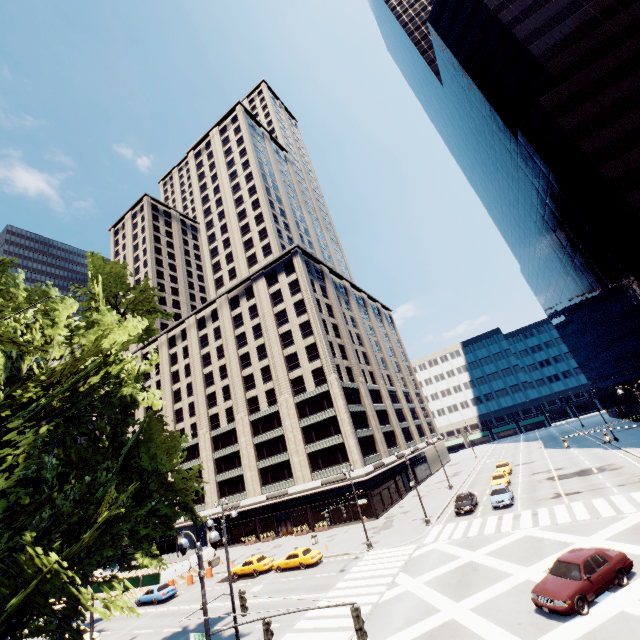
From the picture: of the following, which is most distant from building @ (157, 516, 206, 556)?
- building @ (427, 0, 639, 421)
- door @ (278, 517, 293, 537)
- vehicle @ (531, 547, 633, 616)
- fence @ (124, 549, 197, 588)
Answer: building @ (427, 0, 639, 421)

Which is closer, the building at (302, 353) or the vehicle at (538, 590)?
the vehicle at (538, 590)

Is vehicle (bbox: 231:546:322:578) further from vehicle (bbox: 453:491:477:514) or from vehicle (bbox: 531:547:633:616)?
vehicle (bbox: 531:547:633:616)

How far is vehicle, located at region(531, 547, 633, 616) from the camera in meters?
13.6

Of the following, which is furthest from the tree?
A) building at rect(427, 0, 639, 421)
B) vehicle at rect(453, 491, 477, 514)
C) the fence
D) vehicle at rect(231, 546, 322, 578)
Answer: building at rect(427, 0, 639, 421)

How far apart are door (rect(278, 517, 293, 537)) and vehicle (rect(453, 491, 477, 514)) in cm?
2445

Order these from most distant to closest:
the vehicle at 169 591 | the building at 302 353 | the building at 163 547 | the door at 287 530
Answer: the building at 163 547 → the door at 287 530 → the building at 302 353 → the vehicle at 169 591

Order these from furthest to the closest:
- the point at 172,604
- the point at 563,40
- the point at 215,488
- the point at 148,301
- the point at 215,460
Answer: the point at 215,460, the point at 215,488, the point at 563,40, the point at 172,604, the point at 148,301
